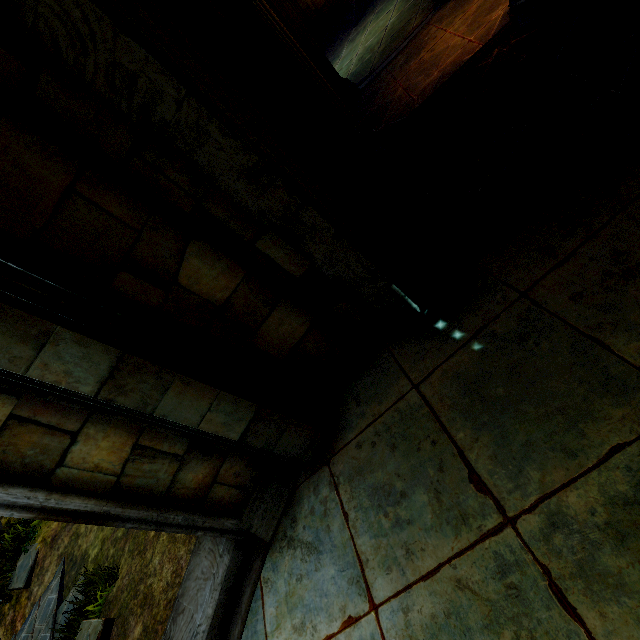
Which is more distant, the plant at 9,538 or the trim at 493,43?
the plant at 9,538

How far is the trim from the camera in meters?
4.5 m

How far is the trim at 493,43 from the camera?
4.5 meters

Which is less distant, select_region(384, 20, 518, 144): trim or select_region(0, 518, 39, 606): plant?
select_region(384, 20, 518, 144): trim

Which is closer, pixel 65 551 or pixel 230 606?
pixel 230 606

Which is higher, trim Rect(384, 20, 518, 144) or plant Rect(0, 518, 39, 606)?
plant Rect(0, 518, 39, 606)
